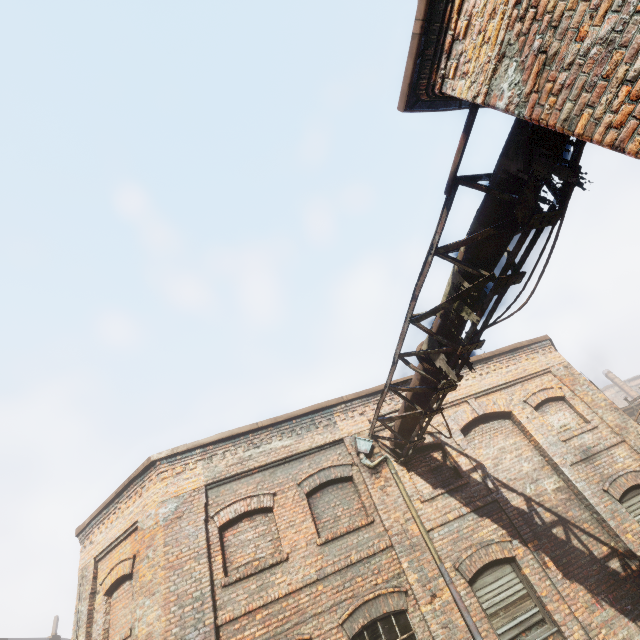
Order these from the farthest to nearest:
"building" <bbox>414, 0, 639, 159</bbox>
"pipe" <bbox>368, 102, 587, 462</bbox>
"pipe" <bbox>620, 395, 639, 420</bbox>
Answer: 1. "pipe" <bbox>620, 395, 639, 420</bbox>
2. "pipe" <bbox>368, 102, 587, 462</bbox>
3. "building" <bbox>414, 0, 639, 159</bbox>

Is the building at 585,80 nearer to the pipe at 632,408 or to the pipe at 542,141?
the pipe at 542,141

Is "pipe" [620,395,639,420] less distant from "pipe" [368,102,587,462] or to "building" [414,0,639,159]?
"pipe" [368,102,587,462]

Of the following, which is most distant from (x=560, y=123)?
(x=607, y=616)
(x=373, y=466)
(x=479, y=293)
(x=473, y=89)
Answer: (x=607, y=616)

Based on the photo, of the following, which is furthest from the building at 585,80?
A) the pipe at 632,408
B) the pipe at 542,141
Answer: the pipe at 632,408

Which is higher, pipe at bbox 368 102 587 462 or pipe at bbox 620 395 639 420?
pipe at bbox 368 102 587 462

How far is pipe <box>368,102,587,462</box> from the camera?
3.4 meters
